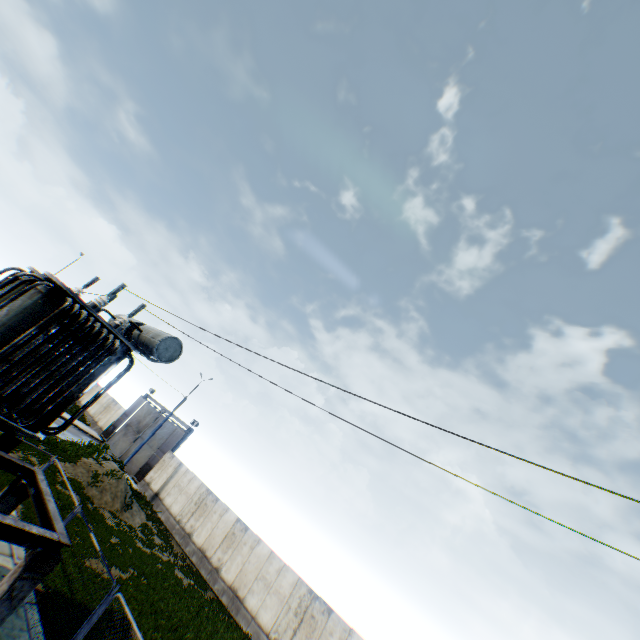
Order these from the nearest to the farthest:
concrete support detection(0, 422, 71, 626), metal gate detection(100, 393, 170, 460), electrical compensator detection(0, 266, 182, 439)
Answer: concrete support detection(0, 422, 71, 626) → electrical compensator detection(0, 266, 182, 439) → metal gate detection(100, 393, 170, 460)

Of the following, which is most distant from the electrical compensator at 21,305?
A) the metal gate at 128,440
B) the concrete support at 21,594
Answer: the metal gate at 128,440

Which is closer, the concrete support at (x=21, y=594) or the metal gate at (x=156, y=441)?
the concrete support at (x=21, y=594)

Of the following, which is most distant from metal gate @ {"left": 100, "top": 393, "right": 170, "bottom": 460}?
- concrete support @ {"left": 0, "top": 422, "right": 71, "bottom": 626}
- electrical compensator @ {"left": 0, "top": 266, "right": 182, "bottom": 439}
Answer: concrete support @ {"left": 0, "top": 422, "right": 71, "bottom": 626}

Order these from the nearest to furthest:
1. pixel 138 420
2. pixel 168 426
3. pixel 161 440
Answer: pixel 161 440 → pixel 168 426 → pixel 138 420
